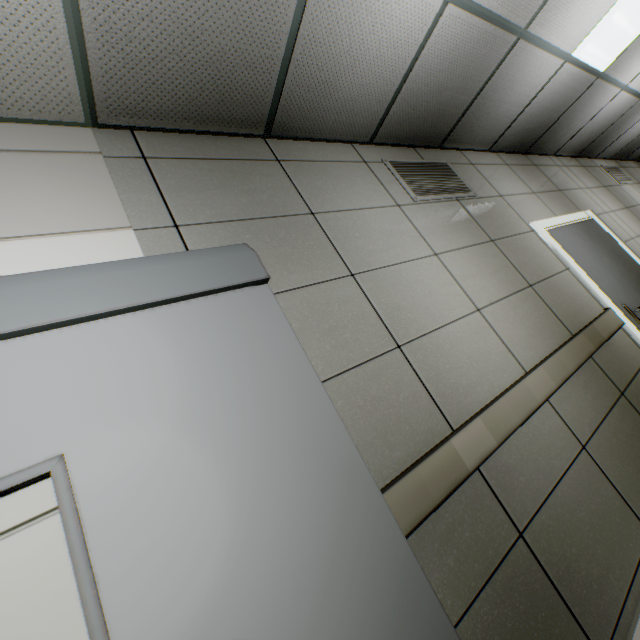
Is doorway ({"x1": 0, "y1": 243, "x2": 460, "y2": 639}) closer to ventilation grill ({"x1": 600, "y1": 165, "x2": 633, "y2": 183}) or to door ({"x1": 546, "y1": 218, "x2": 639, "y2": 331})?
door ({"x1": 546, "y1": 218, "x2": 639, "y2": 331})

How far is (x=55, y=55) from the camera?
1.4m

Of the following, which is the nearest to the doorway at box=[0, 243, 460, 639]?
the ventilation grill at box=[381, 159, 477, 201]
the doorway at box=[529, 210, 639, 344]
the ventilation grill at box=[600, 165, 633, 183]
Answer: the ventilation grill at box=[381, 159, 477, 201]

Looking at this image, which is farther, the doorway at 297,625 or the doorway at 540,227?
the doorway at 540,227

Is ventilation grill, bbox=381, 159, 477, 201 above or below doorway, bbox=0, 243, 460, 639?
above

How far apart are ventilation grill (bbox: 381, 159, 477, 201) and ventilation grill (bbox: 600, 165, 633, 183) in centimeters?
509cm

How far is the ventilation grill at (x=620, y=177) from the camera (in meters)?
5.96

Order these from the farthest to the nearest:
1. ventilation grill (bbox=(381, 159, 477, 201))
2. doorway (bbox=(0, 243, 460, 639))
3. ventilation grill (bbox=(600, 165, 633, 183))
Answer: ventilation grill (bbox=(600, 165, 633, 183)) < ventilation grill (bbox=(381, 159, 477, 201)) < doorway (bbox=(0, 243, 460, 639))
